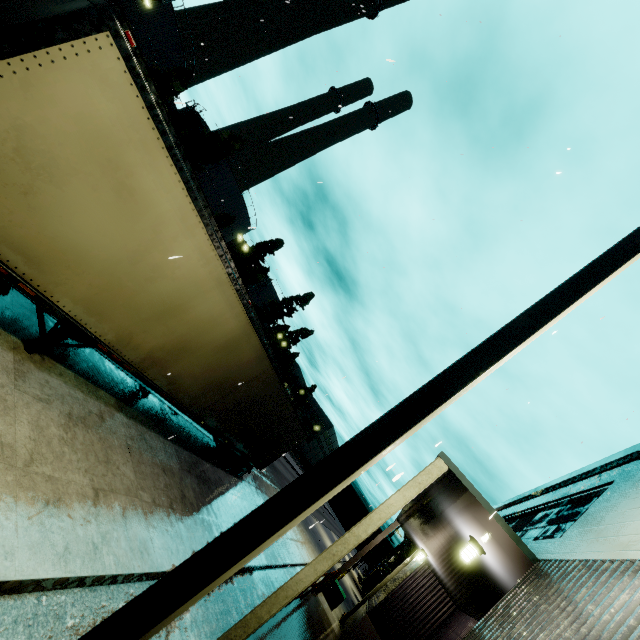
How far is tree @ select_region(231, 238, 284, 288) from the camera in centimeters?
4844cm

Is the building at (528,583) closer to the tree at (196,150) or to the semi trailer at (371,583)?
the semi trailer at (371,583)

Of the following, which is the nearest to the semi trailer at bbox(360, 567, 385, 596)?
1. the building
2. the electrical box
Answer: the building

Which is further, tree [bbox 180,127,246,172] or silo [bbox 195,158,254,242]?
silo [bbox 195,158,254,242]

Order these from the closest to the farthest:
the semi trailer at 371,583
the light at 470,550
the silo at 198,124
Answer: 1. the light at 470,550
2. the semi trailer at 371,583
3. the silo at 198,124

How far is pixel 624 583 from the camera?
3.0m

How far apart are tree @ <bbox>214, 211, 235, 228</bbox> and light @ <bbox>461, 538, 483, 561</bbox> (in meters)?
38.01

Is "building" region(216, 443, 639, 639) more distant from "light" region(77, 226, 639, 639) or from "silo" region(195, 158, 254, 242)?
"silo" region(195, 158, 254, 242)
